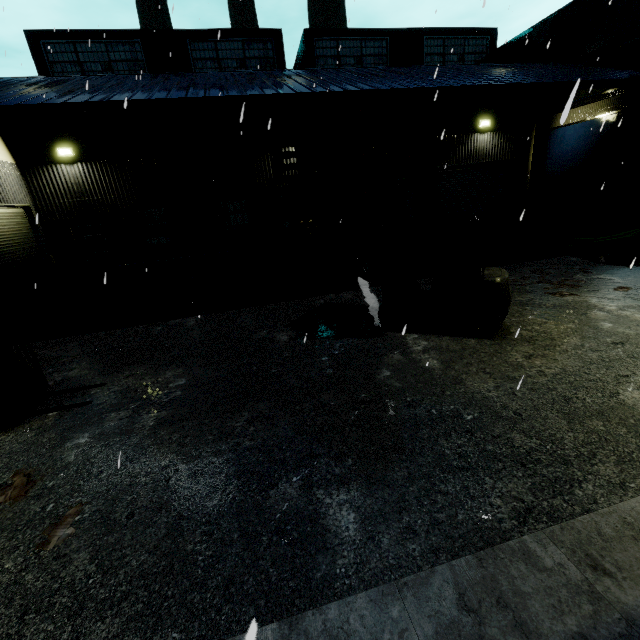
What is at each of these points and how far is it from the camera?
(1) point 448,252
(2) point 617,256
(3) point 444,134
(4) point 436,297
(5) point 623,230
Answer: (1) pallet, 11.7m
(2) pipe, 10.2m
(3) building, 15.8m
(4) forklift, 6.5m
(5) tarp, 12.6m

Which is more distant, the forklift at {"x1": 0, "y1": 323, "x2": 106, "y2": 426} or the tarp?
the tarp

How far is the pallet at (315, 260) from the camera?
5.70m

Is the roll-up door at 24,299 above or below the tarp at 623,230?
above

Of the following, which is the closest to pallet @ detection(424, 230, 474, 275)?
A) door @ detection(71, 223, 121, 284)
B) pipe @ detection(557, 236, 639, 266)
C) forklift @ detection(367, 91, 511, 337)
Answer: pipe @ detection(557, 236, 639, 266)

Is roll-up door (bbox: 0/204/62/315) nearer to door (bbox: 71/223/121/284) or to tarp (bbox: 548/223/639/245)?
door (bbox: 71/223/121/284)

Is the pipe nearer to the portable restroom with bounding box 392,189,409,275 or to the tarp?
the tarp

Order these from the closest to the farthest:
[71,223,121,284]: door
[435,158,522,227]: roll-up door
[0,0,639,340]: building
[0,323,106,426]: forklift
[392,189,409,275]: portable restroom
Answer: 1. [0,323,106,426]: forklift
2. [0,0,639,340]: building
3. [392,189,409,275]: portable restroom
4. [71,223,121,284]: door
5. [435,158,522,227]: roll-up door
